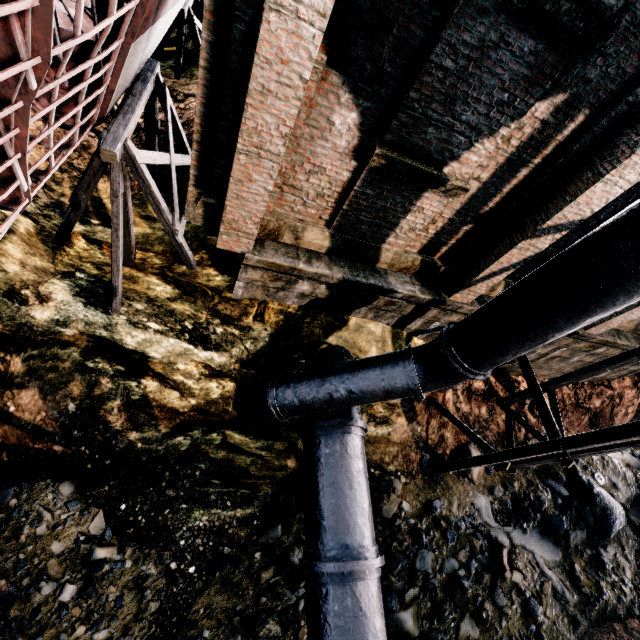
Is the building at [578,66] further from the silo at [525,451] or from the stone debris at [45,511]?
the stone debris at [45,511]

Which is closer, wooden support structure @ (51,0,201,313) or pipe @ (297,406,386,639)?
wooden support structure @ (51,0,201,313)

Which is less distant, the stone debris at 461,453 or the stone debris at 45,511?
the stone debris at 45,511

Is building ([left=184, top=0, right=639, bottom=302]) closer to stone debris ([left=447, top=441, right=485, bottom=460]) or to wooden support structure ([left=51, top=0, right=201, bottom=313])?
wooden support structure ([left=51, top=0, right=201, bottom=313])

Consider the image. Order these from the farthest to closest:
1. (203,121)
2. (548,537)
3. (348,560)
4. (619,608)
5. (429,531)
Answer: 1. (548,537)
2. (619,608)
3. (429,531)
4. (348,560)
5. (203,121)

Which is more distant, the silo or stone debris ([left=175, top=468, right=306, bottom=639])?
stone debris ([left=175, top=468, right=306, bottom=639])

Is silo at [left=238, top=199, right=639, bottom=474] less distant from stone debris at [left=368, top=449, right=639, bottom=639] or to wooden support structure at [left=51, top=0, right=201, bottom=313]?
stone debris at [left=368, top=449, right=639, bottom=639]

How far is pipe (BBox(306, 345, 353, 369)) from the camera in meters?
9.1
